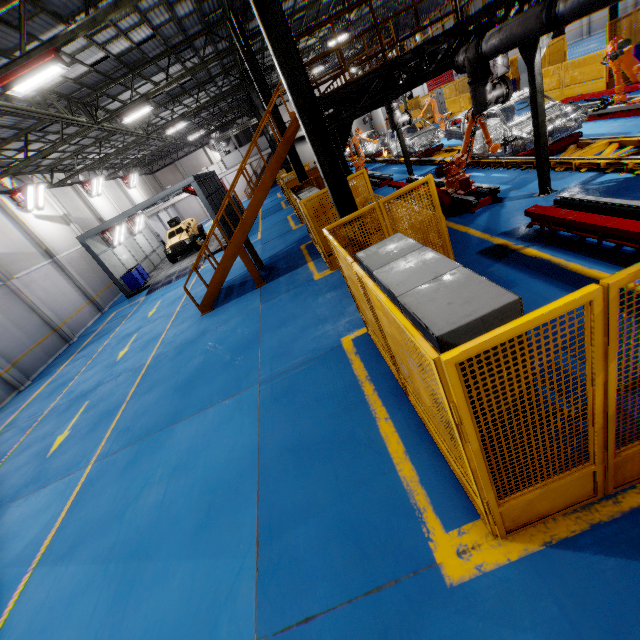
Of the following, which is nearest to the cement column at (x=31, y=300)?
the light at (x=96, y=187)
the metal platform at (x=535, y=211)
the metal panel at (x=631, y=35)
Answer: the light at (x=96, y=187)

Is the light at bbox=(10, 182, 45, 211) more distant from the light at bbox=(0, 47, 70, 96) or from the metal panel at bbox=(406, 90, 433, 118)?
the metal panel at bbox=(406, 90, 433, 118)

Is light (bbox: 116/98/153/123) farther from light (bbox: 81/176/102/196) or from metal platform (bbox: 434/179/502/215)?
light (bbox: 81/176/102/196)

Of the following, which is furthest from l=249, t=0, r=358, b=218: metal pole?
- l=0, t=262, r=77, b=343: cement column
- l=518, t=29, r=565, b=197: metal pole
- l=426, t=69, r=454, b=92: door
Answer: l=426, t=69, r=454, b=92: door

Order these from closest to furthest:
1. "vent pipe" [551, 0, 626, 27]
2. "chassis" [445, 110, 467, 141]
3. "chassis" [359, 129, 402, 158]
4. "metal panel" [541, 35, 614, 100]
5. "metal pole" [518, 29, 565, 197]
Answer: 1. "vent pipe" [551, 0, 626, 27]
2. "metal pole" [518, 29, 565, 197]
3. "chassis" [445, 110, 467, 141]
4. "metal panel" [541, 35, 614, 100]
5. "chassis" [359, 129, 402, 158]

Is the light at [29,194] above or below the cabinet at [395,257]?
above

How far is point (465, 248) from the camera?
7.5 meters

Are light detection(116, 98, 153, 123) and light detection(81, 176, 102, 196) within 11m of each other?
no
